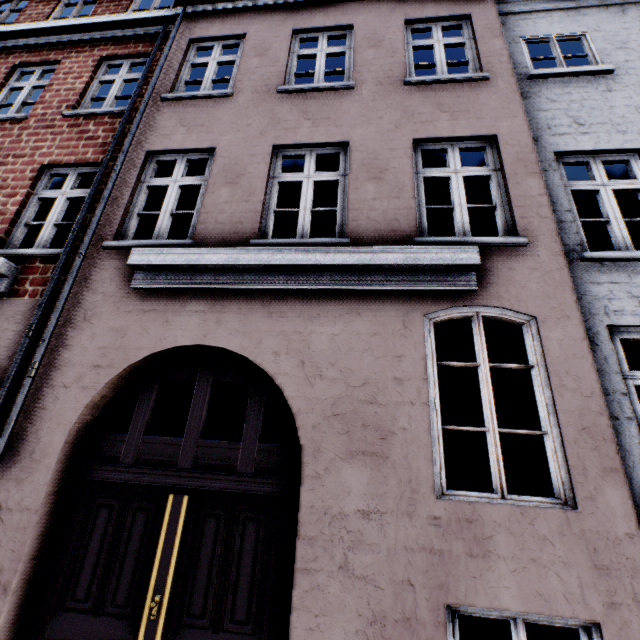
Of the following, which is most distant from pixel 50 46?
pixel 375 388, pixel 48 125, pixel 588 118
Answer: pixel 588 118
